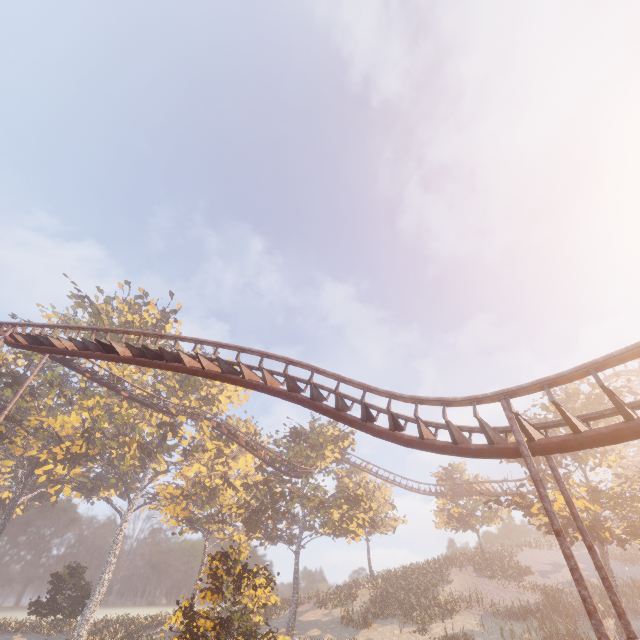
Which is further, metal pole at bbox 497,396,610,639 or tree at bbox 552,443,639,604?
tree at bbox 552,443,639,604

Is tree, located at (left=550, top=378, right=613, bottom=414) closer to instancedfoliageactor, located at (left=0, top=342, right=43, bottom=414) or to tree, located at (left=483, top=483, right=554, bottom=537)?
tree, located at (left=483, top=483, right=554, bottom=537)

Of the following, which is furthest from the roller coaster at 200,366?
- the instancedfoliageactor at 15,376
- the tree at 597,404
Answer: the instancedfoliageactor at 15,376

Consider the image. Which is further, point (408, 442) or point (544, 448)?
point (408, 442)

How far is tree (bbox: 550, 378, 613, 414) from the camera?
21.25m

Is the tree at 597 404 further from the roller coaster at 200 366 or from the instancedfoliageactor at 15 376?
the instancedfoliageactor at 15 376

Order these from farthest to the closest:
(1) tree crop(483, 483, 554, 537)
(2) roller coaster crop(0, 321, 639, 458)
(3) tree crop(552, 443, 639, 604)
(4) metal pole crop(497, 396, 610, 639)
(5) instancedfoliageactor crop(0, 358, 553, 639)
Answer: (5) instancedfoliageactor crop(0, 358, 553, 639), (1) tree crop(483, 483, 554, 537), (3) tree crop(552, 443, 639, 604), (2) roller coaster crop(0, 321, 639, 458), (4) metal pole crop(497, 396, 610, 639)
